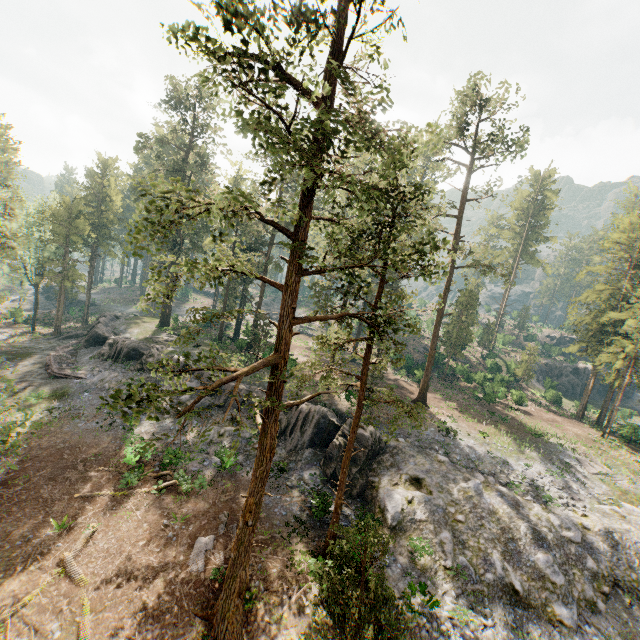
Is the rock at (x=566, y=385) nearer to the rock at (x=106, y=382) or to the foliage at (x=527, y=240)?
the foliage at (x=527, y=240)

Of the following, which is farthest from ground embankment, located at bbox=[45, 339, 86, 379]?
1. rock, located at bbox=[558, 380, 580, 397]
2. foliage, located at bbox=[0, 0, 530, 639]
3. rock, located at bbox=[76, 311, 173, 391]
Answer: rock, located at bbox=[558, 380, 580, 397]

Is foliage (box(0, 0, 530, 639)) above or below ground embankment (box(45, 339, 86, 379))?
above

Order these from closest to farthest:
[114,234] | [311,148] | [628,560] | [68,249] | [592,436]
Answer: [311,148]
[628,560]
[592,436]
[68,249]
[114,234]

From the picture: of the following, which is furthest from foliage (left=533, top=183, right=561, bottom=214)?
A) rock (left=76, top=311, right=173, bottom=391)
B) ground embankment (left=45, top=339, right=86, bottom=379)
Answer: ground embankment (left=45, top=339, right=86, bottom=379)
